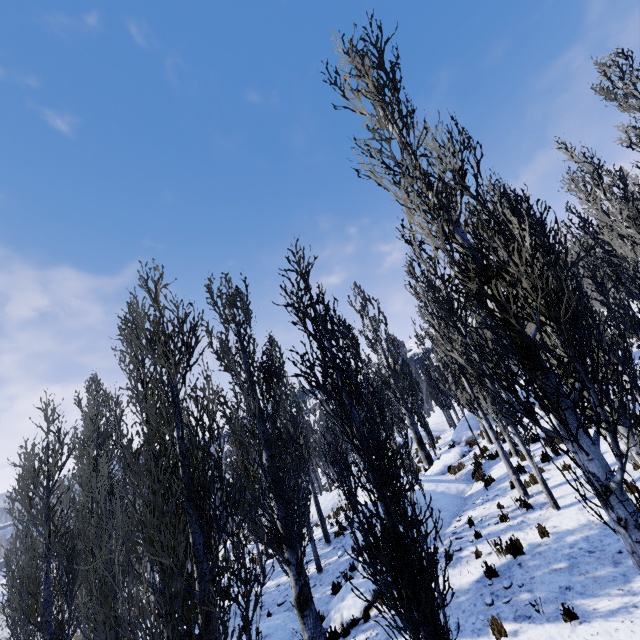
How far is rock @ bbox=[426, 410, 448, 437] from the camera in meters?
33.4

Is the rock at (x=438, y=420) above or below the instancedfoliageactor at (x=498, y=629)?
above

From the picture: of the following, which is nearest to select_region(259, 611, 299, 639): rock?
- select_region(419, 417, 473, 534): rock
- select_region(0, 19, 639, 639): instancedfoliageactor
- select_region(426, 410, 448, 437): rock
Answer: select_region(0, 19, 639, 639): instancedfoliageactor

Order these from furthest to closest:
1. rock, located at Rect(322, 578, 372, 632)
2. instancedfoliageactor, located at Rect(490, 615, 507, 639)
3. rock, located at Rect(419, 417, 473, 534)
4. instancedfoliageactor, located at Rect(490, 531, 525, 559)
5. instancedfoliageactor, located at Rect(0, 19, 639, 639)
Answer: rock, located at Rect(419, 417, 473, 534) → rock, located at Rect(322, 578, 372, 632) → instancedfoliageactor, located at Rect(490, 531, 525, 559) → instancedfoliageactor, located at Rect(490, 615, 507, 639) → instancedfoliageactor, located at Rect(0, 19, 639, 639)

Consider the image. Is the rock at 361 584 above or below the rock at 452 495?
below

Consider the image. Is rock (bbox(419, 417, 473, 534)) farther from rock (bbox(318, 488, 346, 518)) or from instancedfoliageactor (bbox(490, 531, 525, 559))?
rock (bbox(318, 488, 346, 518))

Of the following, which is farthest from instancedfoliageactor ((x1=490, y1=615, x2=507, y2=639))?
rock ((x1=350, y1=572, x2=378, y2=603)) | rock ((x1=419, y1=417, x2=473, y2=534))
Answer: rock ((x1=350, y1=572, x2=378, y2=603))

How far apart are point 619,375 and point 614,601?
4.1m
